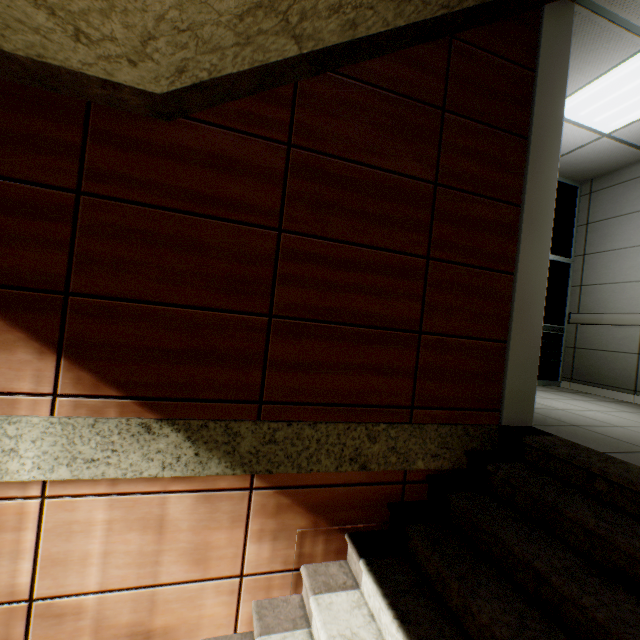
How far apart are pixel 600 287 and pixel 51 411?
6.4m

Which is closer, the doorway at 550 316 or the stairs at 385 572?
the stairs at 385 572

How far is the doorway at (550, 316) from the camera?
5.05m

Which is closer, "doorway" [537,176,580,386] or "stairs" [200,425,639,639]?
"stairs" [200,425,639,639]

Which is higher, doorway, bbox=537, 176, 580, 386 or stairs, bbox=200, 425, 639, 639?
doorway, bbox=537, 176, 580, 386

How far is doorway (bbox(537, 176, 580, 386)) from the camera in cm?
505

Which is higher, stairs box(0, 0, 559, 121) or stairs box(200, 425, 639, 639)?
stairs box(0, 0, 559, 121)
